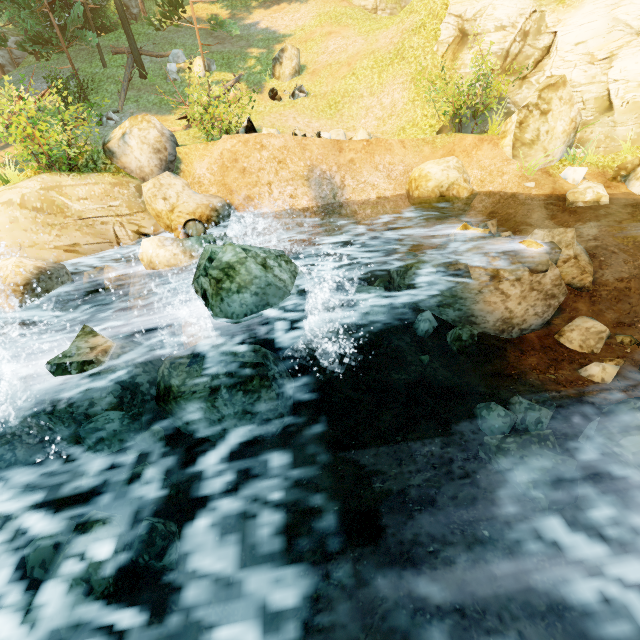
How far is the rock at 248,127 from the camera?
10.0 meters

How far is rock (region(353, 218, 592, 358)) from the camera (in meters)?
7.12

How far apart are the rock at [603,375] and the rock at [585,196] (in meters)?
5.65

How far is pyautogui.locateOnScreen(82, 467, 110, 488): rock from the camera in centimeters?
477cm

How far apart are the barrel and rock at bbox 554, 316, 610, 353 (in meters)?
9.28

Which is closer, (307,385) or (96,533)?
(96,533)

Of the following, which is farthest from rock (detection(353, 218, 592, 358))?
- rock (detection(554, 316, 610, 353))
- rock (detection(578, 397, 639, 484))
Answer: rock (detection(578, 397, 639, 484))

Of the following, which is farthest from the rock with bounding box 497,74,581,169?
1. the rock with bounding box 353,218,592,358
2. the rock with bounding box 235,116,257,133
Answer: the rock with bounding box 235,116,257,133
